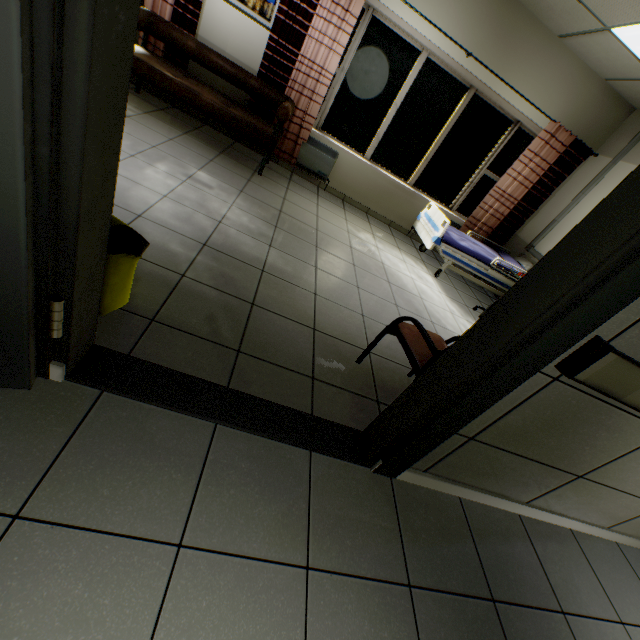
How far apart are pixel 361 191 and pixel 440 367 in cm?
490

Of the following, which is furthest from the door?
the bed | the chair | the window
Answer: the window

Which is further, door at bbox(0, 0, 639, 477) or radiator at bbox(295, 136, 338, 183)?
radiator at bbox(295, 136, 338, 183)

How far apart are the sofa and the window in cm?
344

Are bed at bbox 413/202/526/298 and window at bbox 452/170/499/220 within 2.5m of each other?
yes

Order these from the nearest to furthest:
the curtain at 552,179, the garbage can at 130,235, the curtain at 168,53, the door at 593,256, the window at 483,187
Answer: the door at 593,256 → the garbage can at 130,235 → the curtain at 168,53 → the curtain at 552,179 → the window at 483,187

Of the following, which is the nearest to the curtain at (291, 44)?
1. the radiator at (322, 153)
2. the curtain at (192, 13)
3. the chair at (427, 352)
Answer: the radiator at (322, 153)

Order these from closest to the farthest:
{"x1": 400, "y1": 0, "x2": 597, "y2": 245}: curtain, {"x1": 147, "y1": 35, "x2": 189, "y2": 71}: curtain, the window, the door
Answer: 1. the door
2. {"x1": 147, "y1": 35, "x2": 189, "y2": 71}: curtain
3. {"x1": 400, "y1": 0, "x2": 597, "y2": 245}: curtain
4. the window
